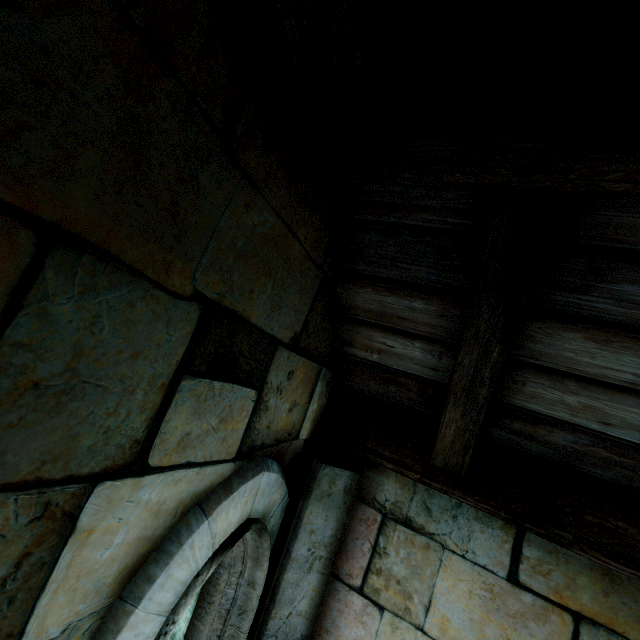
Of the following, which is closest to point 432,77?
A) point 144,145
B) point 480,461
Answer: point 144,145
